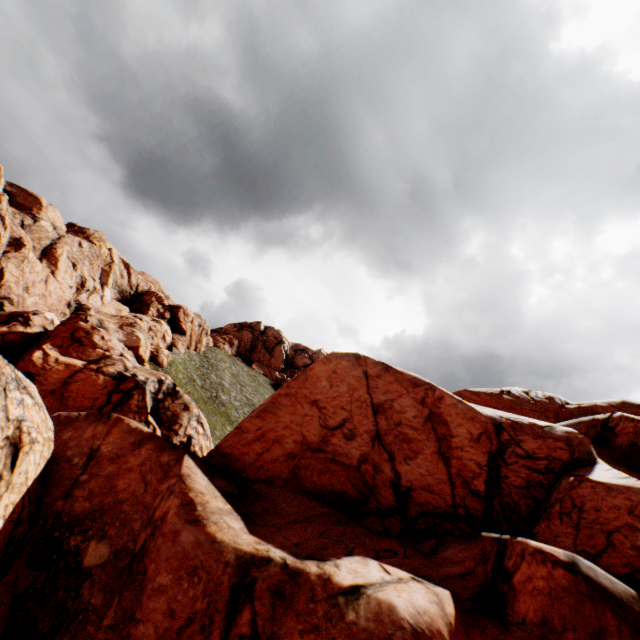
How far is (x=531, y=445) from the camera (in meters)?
17.23
